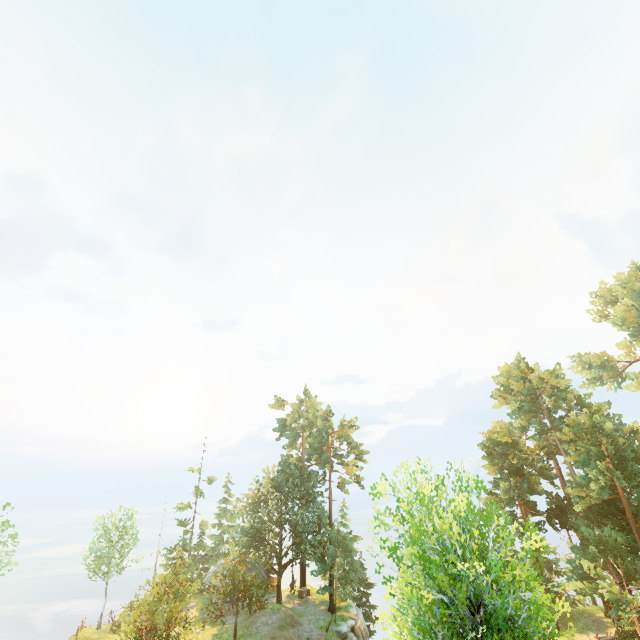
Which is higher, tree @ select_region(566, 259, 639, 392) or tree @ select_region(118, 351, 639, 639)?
tree @ select_region(566, 259, 639, 392)

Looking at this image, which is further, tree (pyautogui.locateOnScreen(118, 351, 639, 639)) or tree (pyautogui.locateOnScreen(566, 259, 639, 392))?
tree (pyautogui.locateOnScreen(566, 259, 639, 392))

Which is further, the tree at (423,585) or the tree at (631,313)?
the tree at (631,313)

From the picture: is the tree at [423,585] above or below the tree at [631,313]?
below

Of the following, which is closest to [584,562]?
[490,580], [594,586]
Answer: [594,586]
